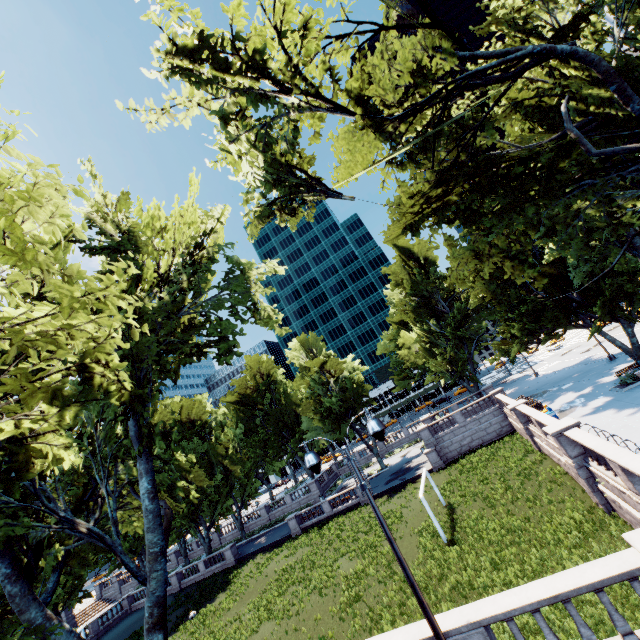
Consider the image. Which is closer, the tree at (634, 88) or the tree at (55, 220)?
the tree at (55, 220)

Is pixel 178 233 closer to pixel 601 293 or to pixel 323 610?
pixel 323 610

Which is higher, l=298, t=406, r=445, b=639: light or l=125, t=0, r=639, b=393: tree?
l=125, t=0, r=639, b=393: tree

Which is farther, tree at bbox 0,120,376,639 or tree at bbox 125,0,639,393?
tree at bbox 125,0,639,393

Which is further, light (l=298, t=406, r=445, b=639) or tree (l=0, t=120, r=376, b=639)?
light (l=298, t=406, r=445, b=639)

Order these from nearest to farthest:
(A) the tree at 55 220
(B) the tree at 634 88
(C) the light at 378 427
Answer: (A) the tree at 55 220, (C) the light at 378 427, (B) the tree at 634 88

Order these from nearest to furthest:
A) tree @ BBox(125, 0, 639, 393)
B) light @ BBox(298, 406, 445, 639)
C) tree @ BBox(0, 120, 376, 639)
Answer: tree @ BBox(0, 120, 376, 639), light @ BBox(298, 406, 445, 639), tree @ BBox(125, 0, 639, 393)
